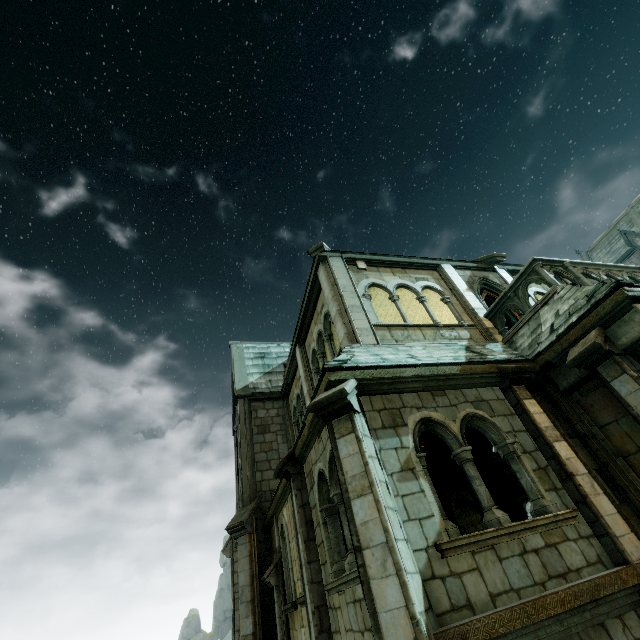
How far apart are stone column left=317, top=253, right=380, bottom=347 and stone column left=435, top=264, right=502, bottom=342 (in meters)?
3.47

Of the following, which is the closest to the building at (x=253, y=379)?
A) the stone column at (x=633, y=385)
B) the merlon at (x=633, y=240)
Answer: the stone column at (x=633, y=385)

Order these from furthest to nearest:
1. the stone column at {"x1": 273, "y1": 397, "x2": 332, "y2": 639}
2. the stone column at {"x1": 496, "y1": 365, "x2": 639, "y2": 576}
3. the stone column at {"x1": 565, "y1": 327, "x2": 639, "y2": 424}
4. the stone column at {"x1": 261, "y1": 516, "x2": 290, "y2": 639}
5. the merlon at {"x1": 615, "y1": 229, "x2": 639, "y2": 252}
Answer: the merlon at {"x1": 615, "y1": 229, "x2": 639, "y2": 252}
the stone column at {"x1": 261, "y1": 516, "x2": 290, "y2": 639}
the stone column at {"x1": 273, "y1": 397, "x2": 332, "y2": 639}
the stone column at {"x1": 565, "y1": 327, "x2": 639, "y2": 424}
the stone column at {"x1": 496, "y1": 365, "x2": 639, "y2": 576}

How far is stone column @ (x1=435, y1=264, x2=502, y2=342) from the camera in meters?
9.6 m

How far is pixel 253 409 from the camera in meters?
15.9 m

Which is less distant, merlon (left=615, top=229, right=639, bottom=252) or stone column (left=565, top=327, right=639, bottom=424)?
stone column (left=565, top=327, right=639, bottom=424)

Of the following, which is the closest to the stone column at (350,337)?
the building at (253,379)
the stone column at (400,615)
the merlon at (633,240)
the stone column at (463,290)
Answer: the stone column at (400,615)

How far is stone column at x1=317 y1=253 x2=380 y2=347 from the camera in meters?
8.3 m
